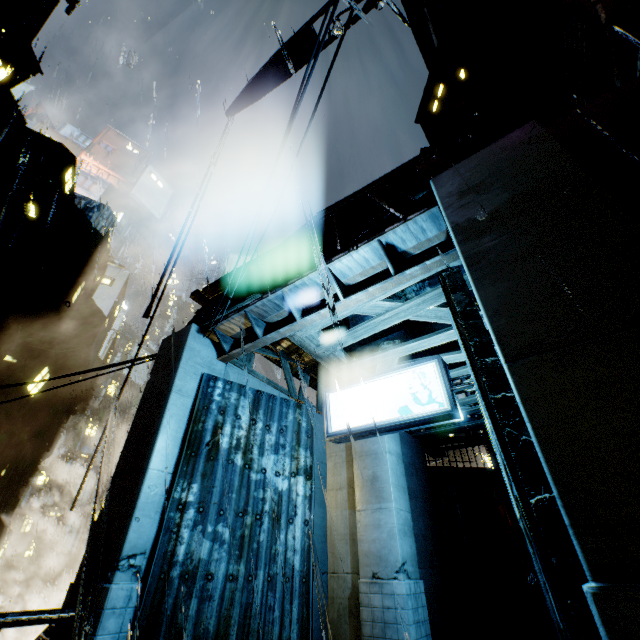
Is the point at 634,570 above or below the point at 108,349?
below

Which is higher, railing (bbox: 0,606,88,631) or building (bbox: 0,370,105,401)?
building (bbox: 0,370,105,401)

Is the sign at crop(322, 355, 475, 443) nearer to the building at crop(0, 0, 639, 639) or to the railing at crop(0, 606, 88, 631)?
the building at crop(0, 0, 639, 639)

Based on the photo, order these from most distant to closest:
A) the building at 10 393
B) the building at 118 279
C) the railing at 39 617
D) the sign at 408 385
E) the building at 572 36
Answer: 1. the building at 10 393
2. the building at 118 279
3. the sign at 408 385
4. the building at 572 36
5. the railing at 39 617

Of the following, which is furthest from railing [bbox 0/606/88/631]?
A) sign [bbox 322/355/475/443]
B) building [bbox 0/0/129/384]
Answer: sign [bbox 322/355/475/443]

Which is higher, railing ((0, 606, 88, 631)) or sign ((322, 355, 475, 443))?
sign ((322, 355, 475, 443))

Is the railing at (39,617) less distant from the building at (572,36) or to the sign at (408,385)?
the building at (572,36)
